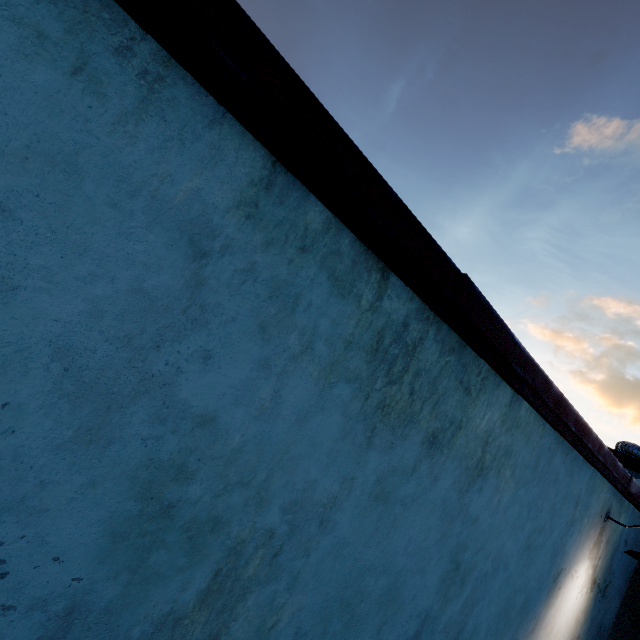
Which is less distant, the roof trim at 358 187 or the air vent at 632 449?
the roof trim at 358 187

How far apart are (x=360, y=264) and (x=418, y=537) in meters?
2.0

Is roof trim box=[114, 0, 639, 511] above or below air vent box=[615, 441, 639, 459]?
below

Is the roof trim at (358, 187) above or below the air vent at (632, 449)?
below

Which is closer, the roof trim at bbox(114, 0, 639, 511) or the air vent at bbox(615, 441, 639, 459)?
the roof trim at bbox(114, 0, 639, 511)
